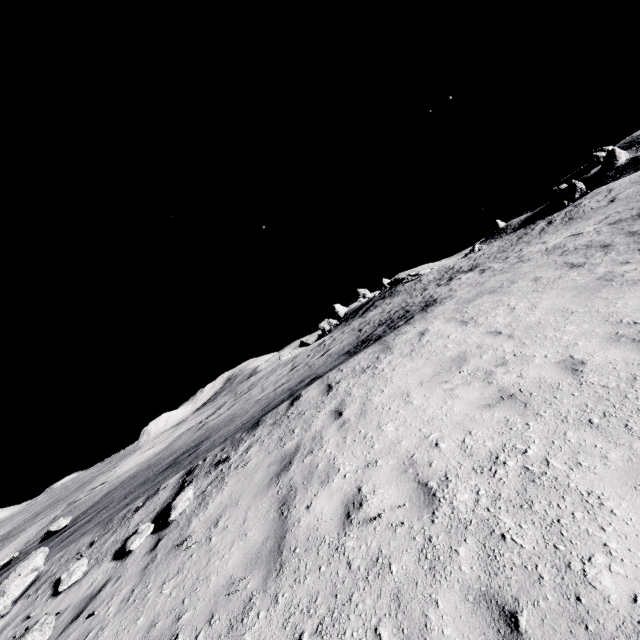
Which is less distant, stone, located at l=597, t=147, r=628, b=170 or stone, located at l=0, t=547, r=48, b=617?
stone, located at l=0, t=547, r=48, b=617

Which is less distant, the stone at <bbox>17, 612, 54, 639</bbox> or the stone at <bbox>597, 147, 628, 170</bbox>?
the stone at <bbox>17, 612, 54, 639</bbox>

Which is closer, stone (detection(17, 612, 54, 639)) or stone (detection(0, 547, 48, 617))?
stone (detection(17, 612, 54, 639))

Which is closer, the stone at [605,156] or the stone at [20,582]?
the stone at [20,582]

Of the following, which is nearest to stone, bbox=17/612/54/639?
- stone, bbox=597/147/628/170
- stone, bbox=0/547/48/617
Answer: stone, bbox=0/547/48/617

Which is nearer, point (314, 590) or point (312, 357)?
point (314, 590)

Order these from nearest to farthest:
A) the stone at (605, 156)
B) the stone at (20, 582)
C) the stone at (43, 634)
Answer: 1. the stone at (43, 634)
2. the stone at (20, 582)
3. the stone at (605, 156)
